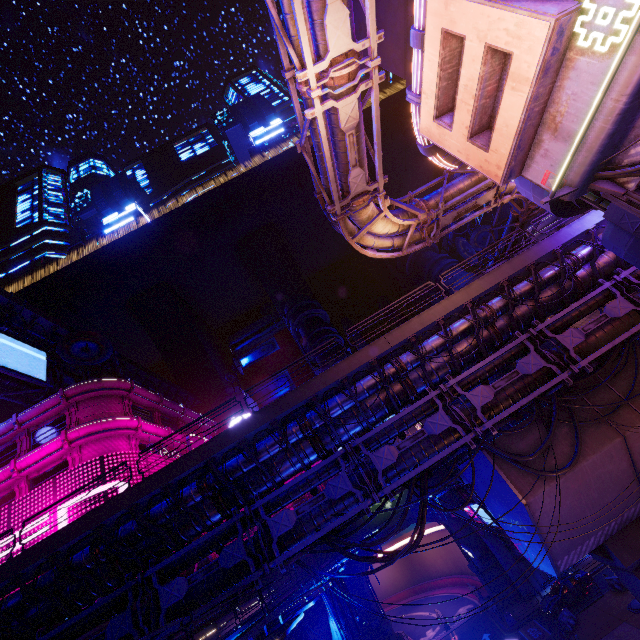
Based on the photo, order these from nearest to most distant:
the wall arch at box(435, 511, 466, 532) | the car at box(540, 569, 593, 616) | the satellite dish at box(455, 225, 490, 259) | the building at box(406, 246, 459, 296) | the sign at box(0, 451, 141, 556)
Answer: the sign at box(0, 451, 141, 556) → the car at box(540, 569, 593, 616) → the wall arch at box(435, 511, 466, 532) → the satellite dish at box(455, 225, 490, 259) → the building at box(406, 246, 459, 296)

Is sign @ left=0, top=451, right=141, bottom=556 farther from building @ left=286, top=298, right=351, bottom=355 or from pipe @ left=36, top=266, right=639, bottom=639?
building @ left=286, top=298, right=351, bottom=355

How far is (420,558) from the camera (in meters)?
59.47

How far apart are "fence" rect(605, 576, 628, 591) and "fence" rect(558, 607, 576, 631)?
3.8m

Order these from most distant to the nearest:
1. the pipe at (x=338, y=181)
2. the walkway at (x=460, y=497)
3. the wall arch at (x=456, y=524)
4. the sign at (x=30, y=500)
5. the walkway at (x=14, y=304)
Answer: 1. the wall arch at (x=456, y=524)
2. the walkway at (x=14, y=304)
3. the sign at (x=30, y=500)
4. the walkway at (x=460, y=497)
5. the pipe at (x=338, y=181)

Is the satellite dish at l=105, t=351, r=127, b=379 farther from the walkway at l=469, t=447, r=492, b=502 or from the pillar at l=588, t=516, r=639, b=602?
the pillar at l=588, t=516, r=639, b=602

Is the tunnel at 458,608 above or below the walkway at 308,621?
below

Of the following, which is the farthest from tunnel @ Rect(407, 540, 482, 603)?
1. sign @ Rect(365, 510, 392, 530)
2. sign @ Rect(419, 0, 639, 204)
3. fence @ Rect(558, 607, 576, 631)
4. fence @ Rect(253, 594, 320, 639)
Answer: sign @ Rect(419, 0, 639, 204)
